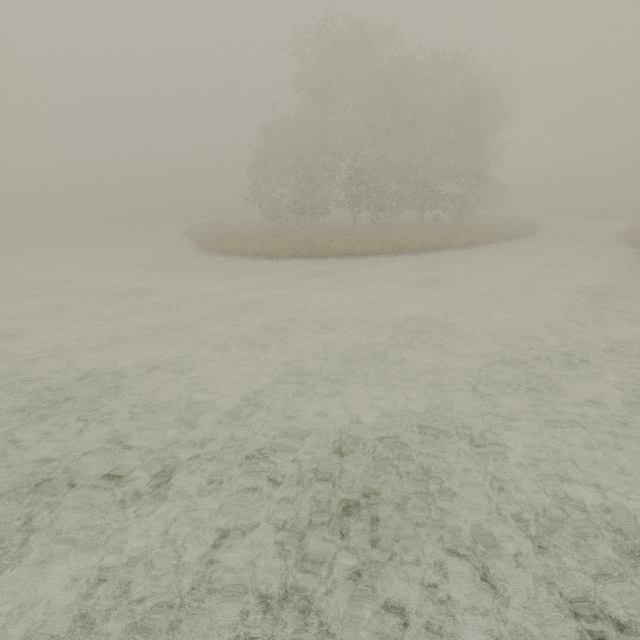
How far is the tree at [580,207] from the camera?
40.9 meters

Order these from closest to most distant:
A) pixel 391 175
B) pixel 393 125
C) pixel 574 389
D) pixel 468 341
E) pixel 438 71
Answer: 1. pixel 574 389
2. pixel 468 341
3. pixel 393 125
4. pixel 438 71
5. pixel 391 175

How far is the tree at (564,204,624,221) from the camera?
40.91m
